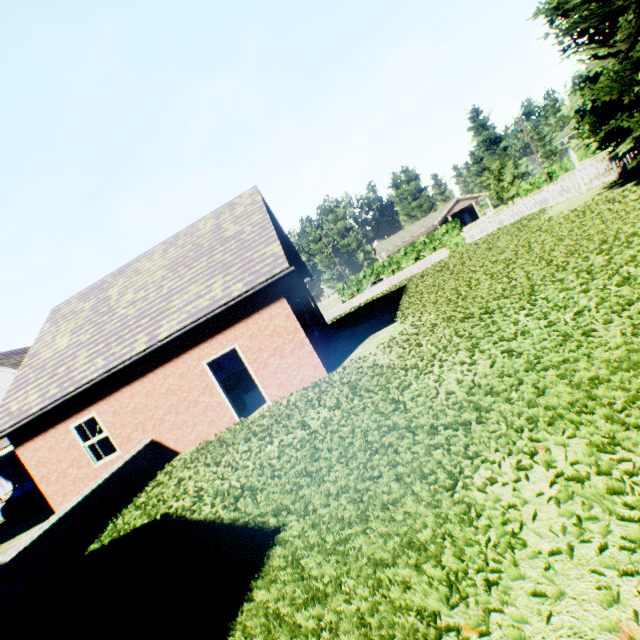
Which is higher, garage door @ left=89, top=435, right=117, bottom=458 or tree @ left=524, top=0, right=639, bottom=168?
tree @ left=524, top=0, right=639, bottom=168

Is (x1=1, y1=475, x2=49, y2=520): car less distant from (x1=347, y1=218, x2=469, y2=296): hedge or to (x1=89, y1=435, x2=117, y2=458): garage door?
(x1=89, y1=435, x2=117, y2=458): garage door

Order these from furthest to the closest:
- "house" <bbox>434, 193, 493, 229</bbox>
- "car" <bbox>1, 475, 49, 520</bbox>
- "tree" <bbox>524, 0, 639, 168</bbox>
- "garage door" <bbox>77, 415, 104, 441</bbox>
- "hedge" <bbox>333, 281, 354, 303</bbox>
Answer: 1. "house" <bbox>434, 193, 493, 229</bbox>
2. "hedge" <bbox>333, 281, 354, 303</bbox>
3. "car" <bbox>1, 475, 49, 520</bbox>
4. "garage door" <bbox>77, 415, 104, 441</bbox>
5. "tree" <bbox>524, 0, 639, 168</bbox>

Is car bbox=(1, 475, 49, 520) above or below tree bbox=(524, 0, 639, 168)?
below

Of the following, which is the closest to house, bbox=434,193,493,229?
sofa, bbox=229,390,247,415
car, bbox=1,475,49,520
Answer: sofa, bbox=229,390,247,415

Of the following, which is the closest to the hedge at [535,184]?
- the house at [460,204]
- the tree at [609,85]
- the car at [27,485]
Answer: the house at [460,204]

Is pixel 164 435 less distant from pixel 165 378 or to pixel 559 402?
pixel 165 378

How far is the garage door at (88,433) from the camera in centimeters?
1284cm
